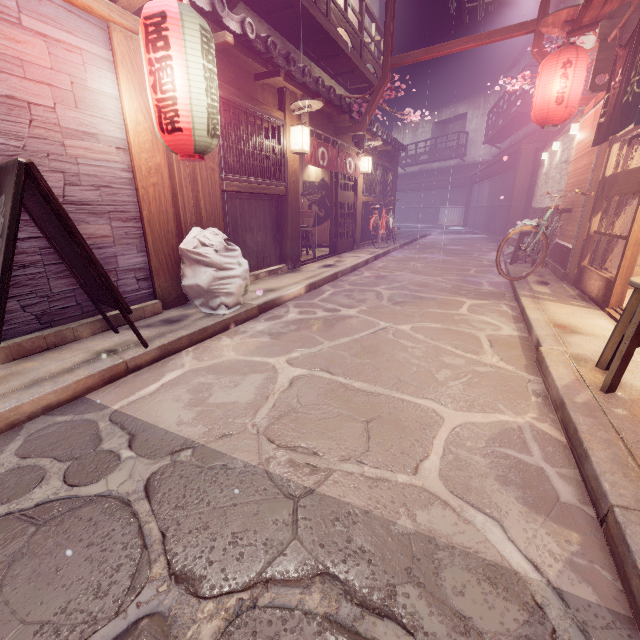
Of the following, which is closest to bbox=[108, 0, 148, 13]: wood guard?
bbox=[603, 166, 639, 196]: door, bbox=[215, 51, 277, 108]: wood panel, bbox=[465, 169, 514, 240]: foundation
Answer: bbox=[215, 51, 277, 108]: wood panel

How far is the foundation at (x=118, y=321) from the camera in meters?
6.1 m

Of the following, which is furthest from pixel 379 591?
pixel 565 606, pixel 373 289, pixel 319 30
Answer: pixel 319 30

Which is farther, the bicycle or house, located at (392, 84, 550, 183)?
house, located at (392, 84, 550, 183)

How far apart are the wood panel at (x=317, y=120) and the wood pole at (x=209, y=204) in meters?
4.4 m

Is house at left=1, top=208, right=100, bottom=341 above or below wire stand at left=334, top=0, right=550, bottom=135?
below

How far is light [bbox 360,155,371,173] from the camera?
16.69m

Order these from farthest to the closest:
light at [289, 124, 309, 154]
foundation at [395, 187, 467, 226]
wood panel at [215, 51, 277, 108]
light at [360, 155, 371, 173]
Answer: foundation at [395, 187, 467, 226], light at [360, 155, 371, 173], light at [289, 124, 309, 154], wood panel at [215, 51, 277, 108]
